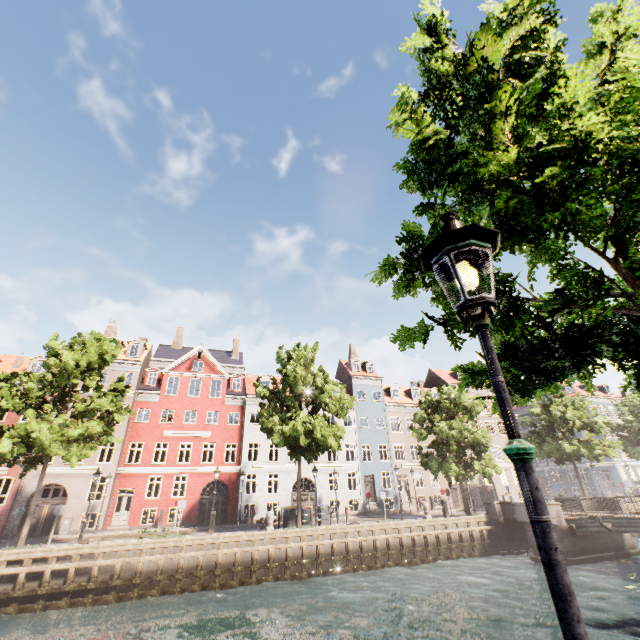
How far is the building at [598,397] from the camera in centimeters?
4968cm

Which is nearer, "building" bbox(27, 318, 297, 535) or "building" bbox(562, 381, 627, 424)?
"building" bbox(27, 318, 297, 535)

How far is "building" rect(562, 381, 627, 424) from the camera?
49.7 meters

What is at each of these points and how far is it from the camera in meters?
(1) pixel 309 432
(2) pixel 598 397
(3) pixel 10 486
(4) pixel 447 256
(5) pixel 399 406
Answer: (1) tree, 21.7
(2) building, 50.6
(3) building, 23.4
(4) street light, 2.1
(5) building, 37.8

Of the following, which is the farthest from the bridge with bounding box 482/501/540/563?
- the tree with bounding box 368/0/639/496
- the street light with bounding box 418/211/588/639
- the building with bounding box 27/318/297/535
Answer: the street light with bounding box 418/211/588/639

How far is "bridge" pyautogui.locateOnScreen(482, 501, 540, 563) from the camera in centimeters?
2155cm

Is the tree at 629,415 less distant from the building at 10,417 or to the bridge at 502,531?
the bridge at 502,531

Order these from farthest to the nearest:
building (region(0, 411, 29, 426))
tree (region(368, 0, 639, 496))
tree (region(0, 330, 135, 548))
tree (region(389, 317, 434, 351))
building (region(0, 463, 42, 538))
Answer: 1. building (region(0, 411, 29, 426))
2. building (region(0, 463, 42, 538))
3. tree (region(0, 330, 135, 548))
4. tree (region(389, 317, 434, 351))
5. tree (region(368, 0, 639, 496))
